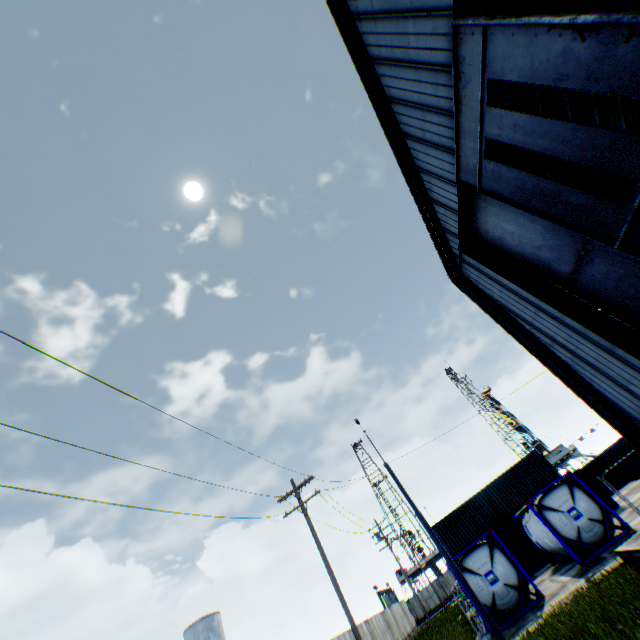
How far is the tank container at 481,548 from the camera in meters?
14.8

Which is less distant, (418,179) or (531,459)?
(418,179)

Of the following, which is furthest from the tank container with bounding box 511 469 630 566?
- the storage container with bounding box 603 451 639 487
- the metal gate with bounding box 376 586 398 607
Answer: the metal gate with bounding box 376 586 398 607

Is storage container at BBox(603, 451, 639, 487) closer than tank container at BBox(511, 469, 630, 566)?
No

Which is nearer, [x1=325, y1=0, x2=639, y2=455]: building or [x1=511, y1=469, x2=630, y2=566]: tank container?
[x1=325, y1=0, x2=639, y2=455]: building

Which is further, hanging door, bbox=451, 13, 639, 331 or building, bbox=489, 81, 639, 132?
building, bbox=489, 81, 639, 132

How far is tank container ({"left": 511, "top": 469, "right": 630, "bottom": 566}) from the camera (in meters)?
15.13

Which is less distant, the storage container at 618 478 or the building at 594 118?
the building at 594 118
